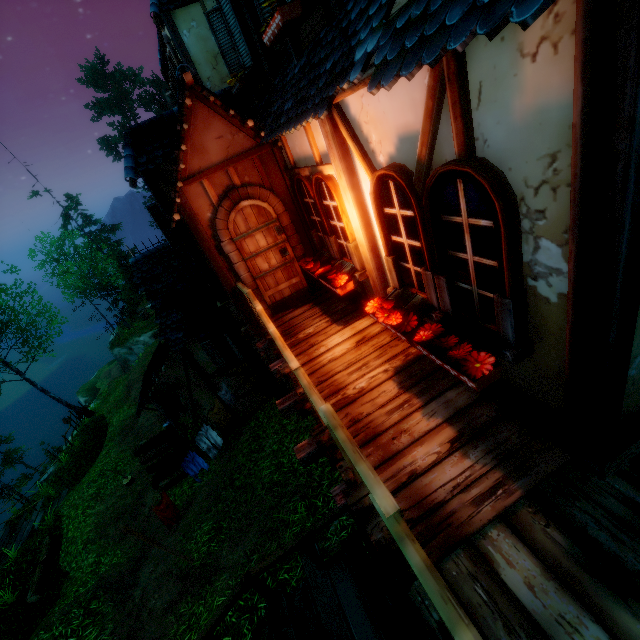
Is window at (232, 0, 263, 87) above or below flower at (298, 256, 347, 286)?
above

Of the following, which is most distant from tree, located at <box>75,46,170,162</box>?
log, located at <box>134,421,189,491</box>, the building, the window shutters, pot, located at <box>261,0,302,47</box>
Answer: pot, located at <box>261,0,302,47</box>

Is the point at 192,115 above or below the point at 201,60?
below

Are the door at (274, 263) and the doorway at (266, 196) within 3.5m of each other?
yes

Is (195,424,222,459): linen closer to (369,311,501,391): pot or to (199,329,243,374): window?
(199,329,243,374): window

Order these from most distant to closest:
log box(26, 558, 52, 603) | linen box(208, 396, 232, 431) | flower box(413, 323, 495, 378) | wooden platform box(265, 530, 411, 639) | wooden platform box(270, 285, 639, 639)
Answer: log box(26, 558, 52, 603) < linen box(208, 396, 232, 431) < wooden platform box(265, 530, 411, 639) < flower box(413, 323, 495, 378) < wooden platform box(270, 285, 639, 639)

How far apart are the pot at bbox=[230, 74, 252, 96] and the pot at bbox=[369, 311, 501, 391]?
5.8 meters

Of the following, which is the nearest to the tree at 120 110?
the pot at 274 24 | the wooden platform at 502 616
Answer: the wooden platform at 502 616
